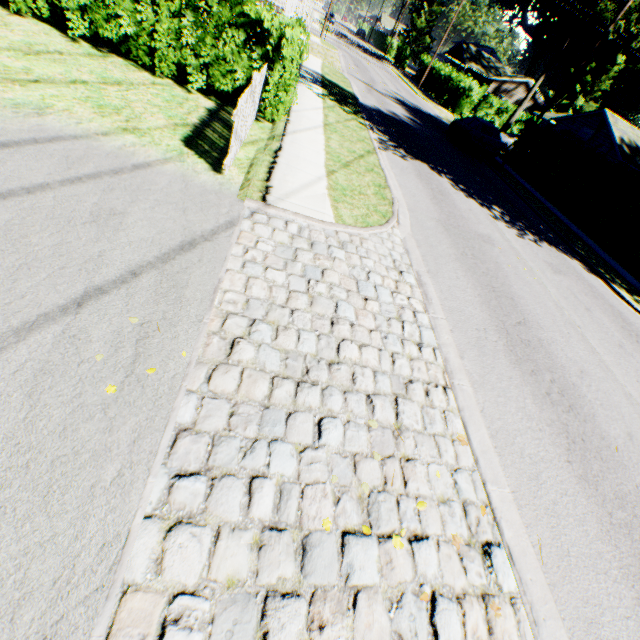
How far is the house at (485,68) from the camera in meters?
→ 47.7 m

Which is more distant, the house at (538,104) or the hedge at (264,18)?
the house at (538,104)

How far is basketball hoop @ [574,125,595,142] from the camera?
A: 28.0 meters

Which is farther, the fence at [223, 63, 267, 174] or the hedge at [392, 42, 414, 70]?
the hedge at [392, 42, 414, 70]

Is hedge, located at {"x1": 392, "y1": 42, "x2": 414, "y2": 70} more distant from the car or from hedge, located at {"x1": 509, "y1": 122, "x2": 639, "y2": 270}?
hedge, located at {"x1": 509, "y1": 122, "x2": 639, "y2": 270}

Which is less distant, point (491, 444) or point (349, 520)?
point (349, 520)

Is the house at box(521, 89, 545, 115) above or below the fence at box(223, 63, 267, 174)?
above

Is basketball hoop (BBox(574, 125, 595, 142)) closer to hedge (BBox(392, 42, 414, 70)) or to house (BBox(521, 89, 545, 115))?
house (BBox(521, 89, 545, 115))
